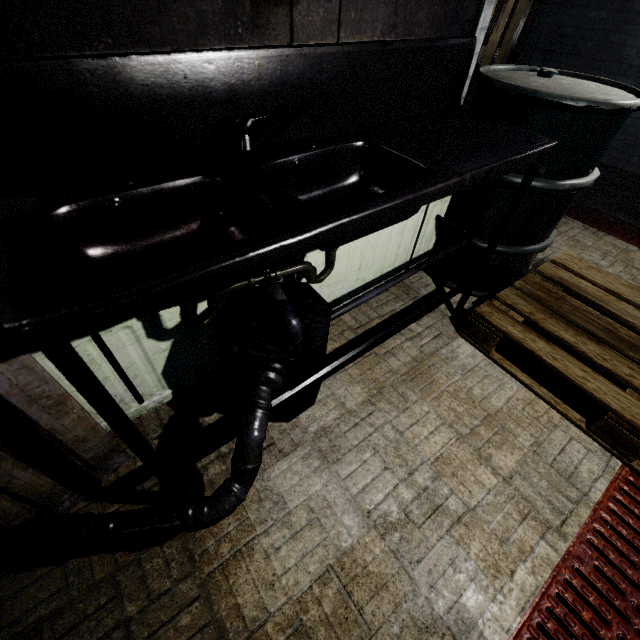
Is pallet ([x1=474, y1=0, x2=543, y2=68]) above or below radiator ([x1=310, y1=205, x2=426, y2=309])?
above

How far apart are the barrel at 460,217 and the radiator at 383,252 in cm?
2

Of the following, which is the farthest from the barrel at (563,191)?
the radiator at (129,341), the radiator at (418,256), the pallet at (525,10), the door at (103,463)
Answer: the pallet at (525,10)

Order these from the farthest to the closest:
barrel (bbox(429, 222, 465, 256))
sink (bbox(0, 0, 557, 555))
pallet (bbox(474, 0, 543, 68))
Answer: pallet (bbox(474, 0, 543, 68)), barrel (bbox(429, 222, 465, 256)), sink (bbox(0, 0, 557, 555))

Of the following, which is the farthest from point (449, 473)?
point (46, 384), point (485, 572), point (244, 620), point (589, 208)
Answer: point (589, 208)

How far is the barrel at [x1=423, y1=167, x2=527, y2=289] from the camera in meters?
1.6 m

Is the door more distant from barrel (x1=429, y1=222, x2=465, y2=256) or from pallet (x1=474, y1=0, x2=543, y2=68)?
pallet (x1=474, y1=0, x2=543, y2=68)
